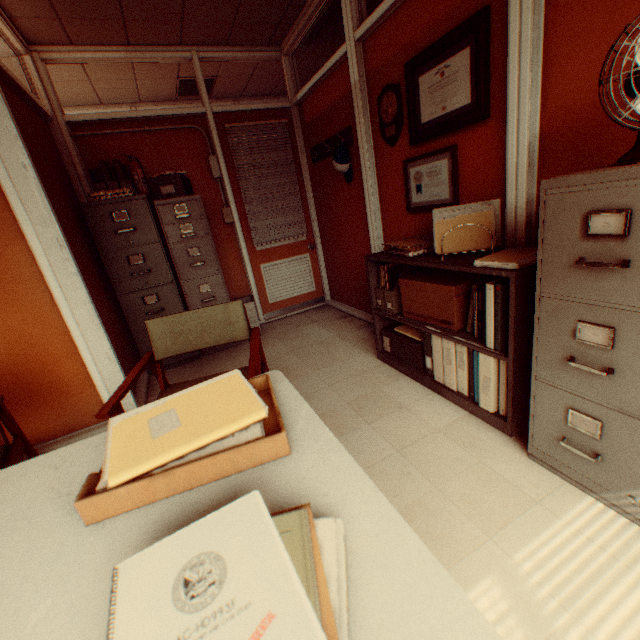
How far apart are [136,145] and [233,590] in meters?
4.7 m

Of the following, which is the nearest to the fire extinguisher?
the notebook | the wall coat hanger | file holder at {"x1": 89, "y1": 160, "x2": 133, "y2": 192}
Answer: file holder at {"x1": 89, "y1": 160, "x2": 133, "y2": 192}

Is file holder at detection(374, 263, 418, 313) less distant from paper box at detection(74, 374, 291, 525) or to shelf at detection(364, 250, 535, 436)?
shelf at detection(364, 250, 535, 436)

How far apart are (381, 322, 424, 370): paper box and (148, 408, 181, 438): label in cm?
218

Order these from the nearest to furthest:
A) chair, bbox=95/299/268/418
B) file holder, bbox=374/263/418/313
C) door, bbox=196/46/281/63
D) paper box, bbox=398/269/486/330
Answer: chair, bbox=95/299/268/418, paper box, bbox=398/269/486/330, file holder, bbox=374/263/418/313, door, bbox=196/46/281/63

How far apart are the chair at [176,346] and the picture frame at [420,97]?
1.96m

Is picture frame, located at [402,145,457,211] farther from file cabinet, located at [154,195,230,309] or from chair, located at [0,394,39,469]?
chair, located at [0,394,39,469]

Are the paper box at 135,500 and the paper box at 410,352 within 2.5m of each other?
yes
